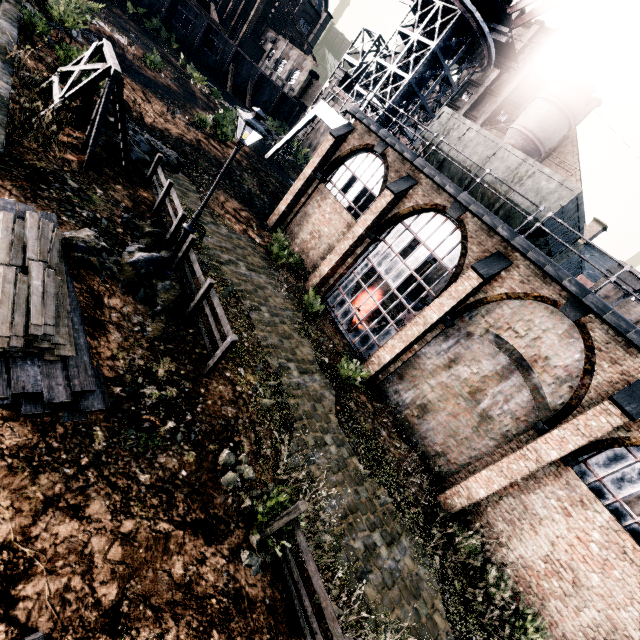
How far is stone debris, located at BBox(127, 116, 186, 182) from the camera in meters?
14.5

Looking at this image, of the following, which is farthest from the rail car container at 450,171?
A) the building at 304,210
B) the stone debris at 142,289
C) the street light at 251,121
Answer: the stone debris at 142,289

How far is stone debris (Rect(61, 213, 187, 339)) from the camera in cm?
850

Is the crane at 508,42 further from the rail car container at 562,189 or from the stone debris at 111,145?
the stone debris at 111,145

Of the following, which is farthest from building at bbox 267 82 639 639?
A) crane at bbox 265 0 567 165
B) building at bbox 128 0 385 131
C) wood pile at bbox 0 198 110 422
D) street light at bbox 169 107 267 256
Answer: wood pile at bbox 0 198 110 422

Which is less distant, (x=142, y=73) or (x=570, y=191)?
(x=570, y=191)

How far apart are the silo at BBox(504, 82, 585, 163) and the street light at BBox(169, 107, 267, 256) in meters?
37.4

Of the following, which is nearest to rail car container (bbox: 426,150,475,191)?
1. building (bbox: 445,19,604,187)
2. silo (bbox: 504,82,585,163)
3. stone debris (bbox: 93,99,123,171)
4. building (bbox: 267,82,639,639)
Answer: building (bbox: 267,82,639,639)
